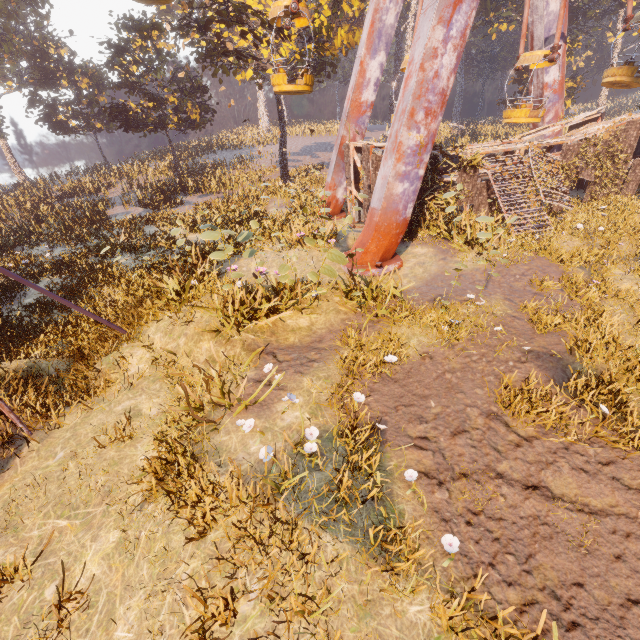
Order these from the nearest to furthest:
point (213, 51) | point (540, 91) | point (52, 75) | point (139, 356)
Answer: point (139, 356), point (540, 91), point (213, 51), point (52, 75)

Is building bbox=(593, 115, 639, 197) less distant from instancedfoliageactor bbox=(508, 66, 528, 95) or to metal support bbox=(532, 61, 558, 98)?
instancedfoliageactor bbox=(508, 66, 528, 95)

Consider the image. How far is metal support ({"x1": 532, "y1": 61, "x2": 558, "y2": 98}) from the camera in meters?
17.4

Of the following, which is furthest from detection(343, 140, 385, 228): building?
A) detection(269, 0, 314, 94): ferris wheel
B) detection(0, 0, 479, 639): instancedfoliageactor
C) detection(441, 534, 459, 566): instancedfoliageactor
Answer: detection(441, 534, 459, 566): instancedfoliageactor

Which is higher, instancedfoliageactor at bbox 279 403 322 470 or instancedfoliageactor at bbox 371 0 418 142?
instancedfoliageactor at bbox 371 0 418 142

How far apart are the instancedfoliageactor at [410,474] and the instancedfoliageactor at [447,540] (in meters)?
0.74

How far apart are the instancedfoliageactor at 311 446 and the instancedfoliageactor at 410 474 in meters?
1.3

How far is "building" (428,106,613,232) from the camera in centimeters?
1347cm
